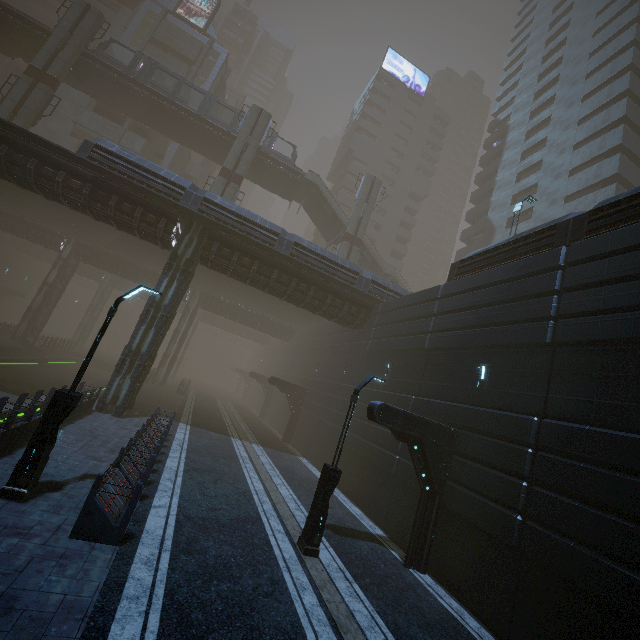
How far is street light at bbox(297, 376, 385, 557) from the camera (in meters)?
Result: 9.42

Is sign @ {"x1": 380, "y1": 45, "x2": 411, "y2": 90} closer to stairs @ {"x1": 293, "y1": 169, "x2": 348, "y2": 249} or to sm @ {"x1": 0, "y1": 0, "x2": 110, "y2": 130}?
stairs @ {"x1": 293, "y1": 169, "x2": 348, "y2": 249}

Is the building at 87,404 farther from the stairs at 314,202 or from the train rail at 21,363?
the stairs at 314,202

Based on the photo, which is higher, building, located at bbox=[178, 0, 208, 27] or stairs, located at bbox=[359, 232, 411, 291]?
building, located at bbox=[178, 0, 208, 27]

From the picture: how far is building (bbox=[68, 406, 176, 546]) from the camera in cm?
683

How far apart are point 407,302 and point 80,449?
16.66m

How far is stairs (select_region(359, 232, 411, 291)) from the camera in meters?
38.2

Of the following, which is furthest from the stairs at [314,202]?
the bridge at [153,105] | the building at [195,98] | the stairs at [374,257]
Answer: the building at [195,98]
